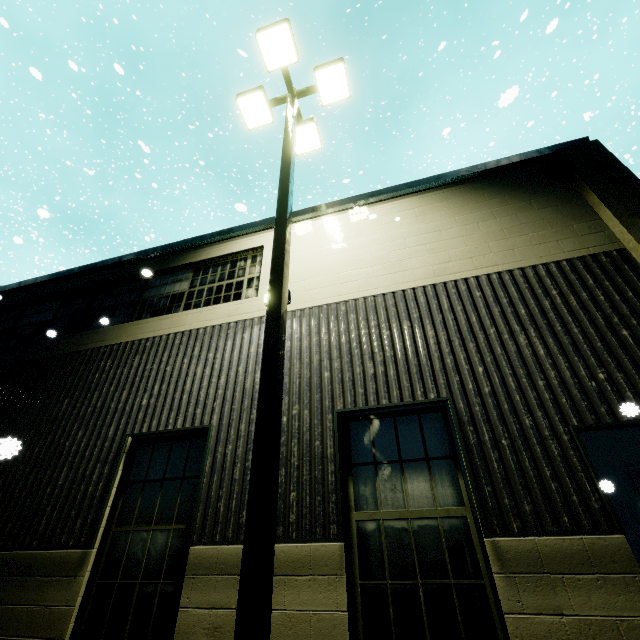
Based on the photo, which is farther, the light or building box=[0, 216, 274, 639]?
building box=[0, 216, 274, 639]

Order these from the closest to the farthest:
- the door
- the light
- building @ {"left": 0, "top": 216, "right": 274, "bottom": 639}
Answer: the light → the door → building @ {"left": 0, "top": 216, "right": 274, "bottom": 639}

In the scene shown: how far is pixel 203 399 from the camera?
5.3 meters

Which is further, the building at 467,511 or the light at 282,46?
the building at 467,511

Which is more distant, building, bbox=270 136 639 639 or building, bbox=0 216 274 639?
building, bbox=0 216 274 639

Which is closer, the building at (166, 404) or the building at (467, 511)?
the building at (467, 511)

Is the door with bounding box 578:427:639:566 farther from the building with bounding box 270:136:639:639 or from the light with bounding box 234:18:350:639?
the light with bounding box 234:18:350:639

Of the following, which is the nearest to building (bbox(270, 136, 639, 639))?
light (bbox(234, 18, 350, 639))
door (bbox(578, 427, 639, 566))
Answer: door (bbox(578, 427, 639, 566))
